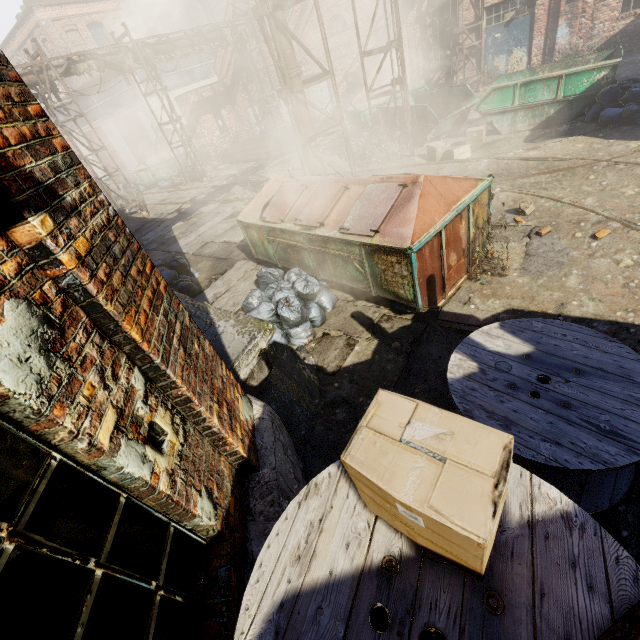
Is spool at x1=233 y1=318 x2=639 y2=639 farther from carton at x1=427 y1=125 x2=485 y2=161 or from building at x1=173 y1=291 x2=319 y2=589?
carton at x1=427 y1=125 x2=485 y2=161

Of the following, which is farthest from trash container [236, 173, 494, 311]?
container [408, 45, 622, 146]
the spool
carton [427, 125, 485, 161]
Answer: container [408, 45, 622, 146]

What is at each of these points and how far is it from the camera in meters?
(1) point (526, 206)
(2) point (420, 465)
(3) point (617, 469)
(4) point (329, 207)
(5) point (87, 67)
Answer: (1) instancedfoliageactor, 6.4
(2) carton, 1.1
(3) spool, 2.2
(4) trash container, 5.4
(5) pipe, 13.7

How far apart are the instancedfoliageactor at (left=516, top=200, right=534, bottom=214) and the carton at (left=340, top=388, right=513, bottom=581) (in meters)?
6.61

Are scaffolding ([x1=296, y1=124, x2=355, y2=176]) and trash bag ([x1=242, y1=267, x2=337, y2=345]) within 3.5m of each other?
yes

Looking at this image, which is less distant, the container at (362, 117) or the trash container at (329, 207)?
the trash container at (329, 207)

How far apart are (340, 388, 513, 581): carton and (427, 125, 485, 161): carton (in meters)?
10.51

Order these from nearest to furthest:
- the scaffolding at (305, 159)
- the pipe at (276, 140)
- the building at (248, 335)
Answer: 1. the building at (248, 335)
2. the pipe at (276, 140)
3. the scaffolding at (305, 159)
